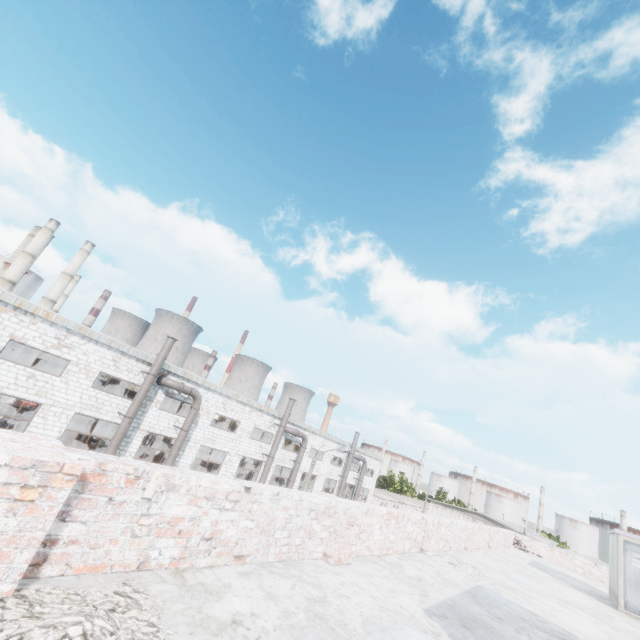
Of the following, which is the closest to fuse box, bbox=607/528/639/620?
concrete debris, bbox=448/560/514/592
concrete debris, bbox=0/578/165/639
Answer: concrete debris, bbox=448/560/514/592

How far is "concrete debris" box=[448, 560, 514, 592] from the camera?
7.4m

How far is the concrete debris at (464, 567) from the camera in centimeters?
737cm

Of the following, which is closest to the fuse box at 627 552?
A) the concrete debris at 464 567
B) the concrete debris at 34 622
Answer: the concrete debris at 464 567

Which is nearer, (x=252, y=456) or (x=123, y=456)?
(x=123, y=456)

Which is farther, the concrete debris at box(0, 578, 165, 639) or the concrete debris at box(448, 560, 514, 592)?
the concrete debris at box(448, 560, 514, 592)

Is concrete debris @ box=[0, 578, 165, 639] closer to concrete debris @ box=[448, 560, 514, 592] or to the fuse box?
concrete debris @ box=[448, 560, 514, 592]
